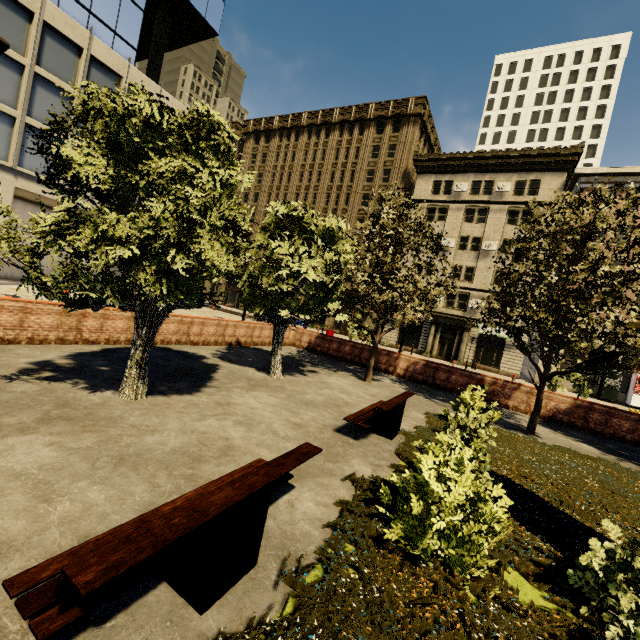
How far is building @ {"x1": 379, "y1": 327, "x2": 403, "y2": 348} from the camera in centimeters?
3644cm

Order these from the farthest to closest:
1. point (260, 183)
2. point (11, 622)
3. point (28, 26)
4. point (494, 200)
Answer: point (260, 183)
point (494, 200)
point (28, 26)
point (11, 622)

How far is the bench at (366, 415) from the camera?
6.87m

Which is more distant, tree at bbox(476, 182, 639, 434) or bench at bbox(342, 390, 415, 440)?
tree at bbox(476, 182, 639, 434)

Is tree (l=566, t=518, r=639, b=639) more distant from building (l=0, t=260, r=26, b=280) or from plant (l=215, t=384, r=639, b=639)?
building (l=0, t=260, r=26, b=280)

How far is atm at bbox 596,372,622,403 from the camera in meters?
26.3 m

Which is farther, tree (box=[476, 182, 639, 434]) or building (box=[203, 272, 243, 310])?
building (box=[203, 272, 243, 310])

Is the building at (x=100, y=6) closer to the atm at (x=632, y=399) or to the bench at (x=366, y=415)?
the atm at (x=632, y=399)
